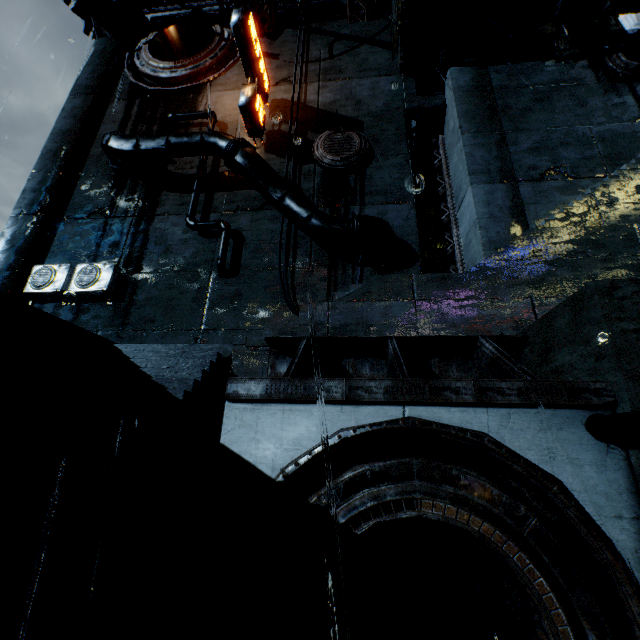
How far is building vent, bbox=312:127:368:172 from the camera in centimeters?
1642cm

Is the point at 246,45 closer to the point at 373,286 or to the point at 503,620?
the point at 373,286

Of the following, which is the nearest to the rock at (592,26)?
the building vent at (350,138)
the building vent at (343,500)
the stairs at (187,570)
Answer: the building vent at (350,138)

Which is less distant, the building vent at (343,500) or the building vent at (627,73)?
the building vent at (343,500)

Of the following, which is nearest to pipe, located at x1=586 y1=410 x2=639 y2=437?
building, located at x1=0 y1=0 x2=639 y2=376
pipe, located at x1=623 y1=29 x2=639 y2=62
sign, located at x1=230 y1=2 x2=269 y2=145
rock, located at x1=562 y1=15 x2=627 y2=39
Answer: building, located at x1=0 y1=0 x2=639 y2=376

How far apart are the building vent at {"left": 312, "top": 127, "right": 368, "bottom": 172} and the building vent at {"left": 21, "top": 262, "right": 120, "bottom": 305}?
11.14m

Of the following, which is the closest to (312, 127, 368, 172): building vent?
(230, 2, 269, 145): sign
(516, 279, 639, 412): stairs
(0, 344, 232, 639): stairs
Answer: (230, 2, 269, 145): sign

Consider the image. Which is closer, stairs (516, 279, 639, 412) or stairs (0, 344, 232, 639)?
stairs (0, 344, 232, 639)
